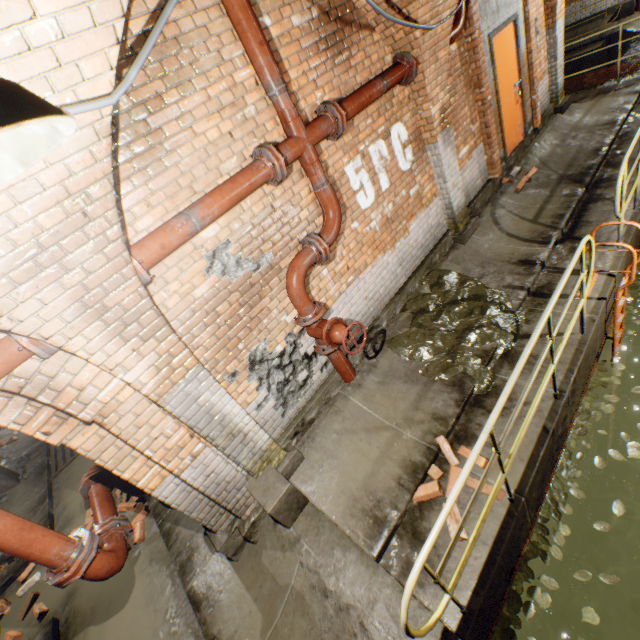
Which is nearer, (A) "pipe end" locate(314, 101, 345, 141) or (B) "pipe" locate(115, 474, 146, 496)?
(A) "pipe end" locate(314, 101, 345, 141)

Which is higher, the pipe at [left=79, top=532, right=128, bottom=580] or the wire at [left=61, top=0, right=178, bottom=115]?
the wire at [left=61, top=0, right=178, bottom=115]

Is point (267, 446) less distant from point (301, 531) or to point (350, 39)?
point (301, 531)

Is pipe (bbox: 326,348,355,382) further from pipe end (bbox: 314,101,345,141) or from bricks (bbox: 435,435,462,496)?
pipe end (bbox: 314,101,345,141)

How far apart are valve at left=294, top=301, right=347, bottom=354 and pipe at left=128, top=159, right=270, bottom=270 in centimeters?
140cm

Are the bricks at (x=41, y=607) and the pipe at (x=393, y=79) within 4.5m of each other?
no

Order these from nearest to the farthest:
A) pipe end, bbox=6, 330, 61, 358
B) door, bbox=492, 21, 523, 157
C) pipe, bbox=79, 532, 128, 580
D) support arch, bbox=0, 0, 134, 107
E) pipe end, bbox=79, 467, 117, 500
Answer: support arch, bbox=0, 0, 134, 107
pipe end, bbox=6, 330, 61, 358
pipe, bbox=79, 532, 128, 580
pipe end, bbox=79, 467, 117, 500
door, bbox=492, 21, 523, 157

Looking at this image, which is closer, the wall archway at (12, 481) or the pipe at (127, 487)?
the pipe at (127, 487)
